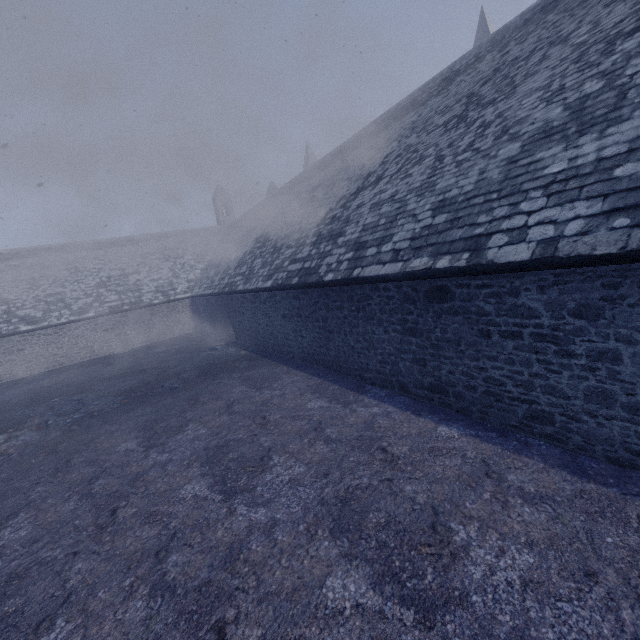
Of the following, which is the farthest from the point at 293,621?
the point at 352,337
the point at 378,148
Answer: the point at 378,148
